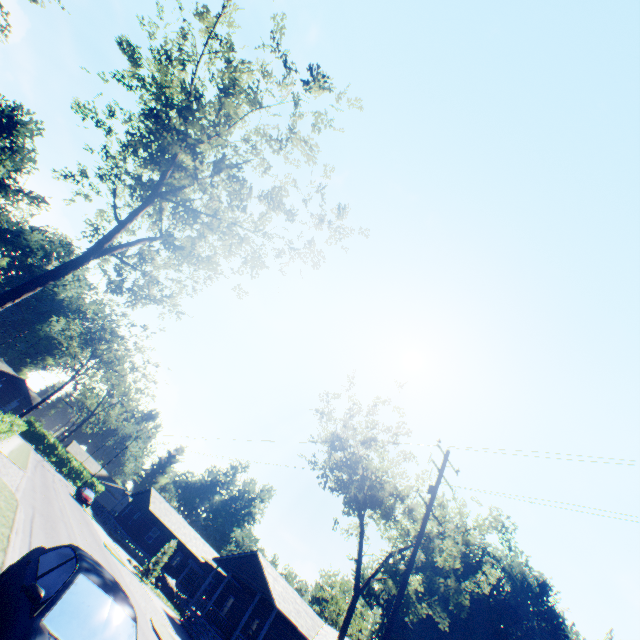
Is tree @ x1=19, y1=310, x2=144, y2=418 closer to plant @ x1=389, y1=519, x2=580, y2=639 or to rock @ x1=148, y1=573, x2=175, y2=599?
rock @ x1=148, y1=573, x2=175, y2=599

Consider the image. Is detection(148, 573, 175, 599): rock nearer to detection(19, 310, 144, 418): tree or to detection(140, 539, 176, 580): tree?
detection(140, 539, 176, 580): tree

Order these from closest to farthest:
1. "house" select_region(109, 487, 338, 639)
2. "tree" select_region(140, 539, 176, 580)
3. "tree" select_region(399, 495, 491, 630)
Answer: "tree" select_region(399, 495, 491, 630), "house" select_region(109, 487, 338, 639), "tree" select_region(140, 539, 176, 580)

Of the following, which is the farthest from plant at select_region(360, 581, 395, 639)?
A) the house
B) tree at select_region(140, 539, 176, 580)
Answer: tree at select_region(140, 539, 176, 580)

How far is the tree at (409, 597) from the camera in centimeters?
1922cm

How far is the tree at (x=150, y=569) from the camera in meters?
28.9

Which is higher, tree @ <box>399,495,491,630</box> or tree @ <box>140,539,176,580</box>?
tree @ <box>399,495,491,630</box>

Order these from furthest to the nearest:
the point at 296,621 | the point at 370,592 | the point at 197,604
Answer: the point at 370,592 → the point at 197,604 → the point at 296,621
